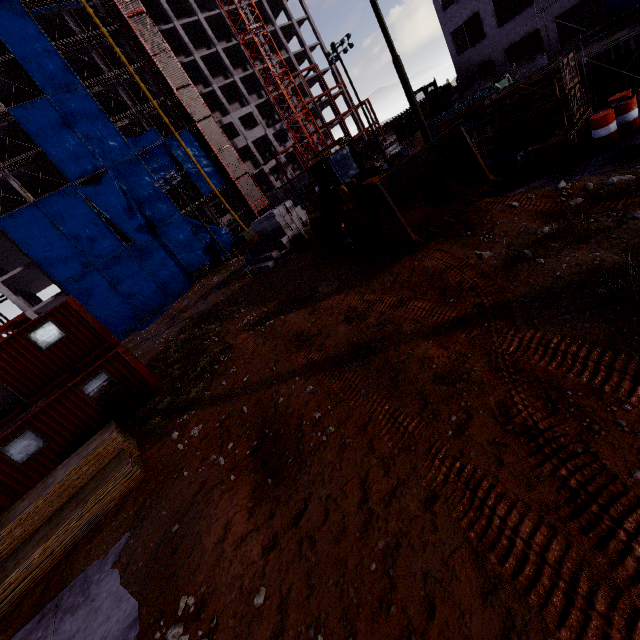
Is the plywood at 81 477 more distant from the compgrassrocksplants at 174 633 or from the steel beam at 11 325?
the steel beam at 11 325

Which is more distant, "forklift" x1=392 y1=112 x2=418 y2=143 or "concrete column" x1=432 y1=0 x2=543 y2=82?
"forklift" x1=392 y1=112 x2=418 y2=143

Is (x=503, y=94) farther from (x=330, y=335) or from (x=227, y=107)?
(x=227, y=107)

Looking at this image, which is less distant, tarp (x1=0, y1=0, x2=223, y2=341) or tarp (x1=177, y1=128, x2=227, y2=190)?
tarp (x1=0, y1=0, x2=223, y2=341)

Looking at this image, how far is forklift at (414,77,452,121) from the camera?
34.4 meters

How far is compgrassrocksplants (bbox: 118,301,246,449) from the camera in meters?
11.0

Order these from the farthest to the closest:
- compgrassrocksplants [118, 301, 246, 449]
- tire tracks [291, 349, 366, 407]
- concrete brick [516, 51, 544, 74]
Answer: concrete brick [516, 51, 544, 74] → compgrassrocksplants [118, 301, 246, 449] → tire tracks [291, 349, 366, 407]

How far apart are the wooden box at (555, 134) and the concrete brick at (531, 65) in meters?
24.9
